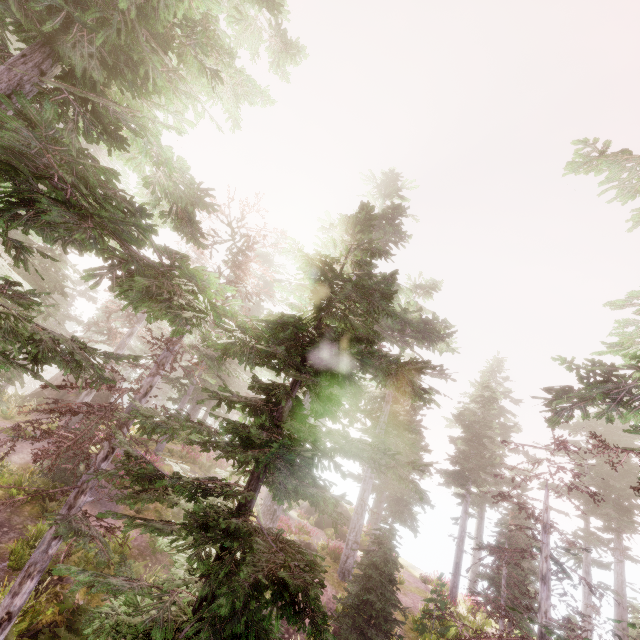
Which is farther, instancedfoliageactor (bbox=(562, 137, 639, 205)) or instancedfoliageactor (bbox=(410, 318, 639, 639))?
instancedfoliageactor (bbox=(562, 137, 639, 205))

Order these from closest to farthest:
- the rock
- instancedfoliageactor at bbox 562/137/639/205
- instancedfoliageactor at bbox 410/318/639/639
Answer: the rock
instancedfoliageactor at bbox 410/318/639/639
instancedfoliageactor at bbox 562/137/639/205

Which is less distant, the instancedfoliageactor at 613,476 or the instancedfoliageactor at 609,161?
the instancedfoliageactor at 613,476

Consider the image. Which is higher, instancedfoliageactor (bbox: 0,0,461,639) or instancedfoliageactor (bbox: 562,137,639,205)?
instancedfoliageactor (bbox: 562,137,639,205)

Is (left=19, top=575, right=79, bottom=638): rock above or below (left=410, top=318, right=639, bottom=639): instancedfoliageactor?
below

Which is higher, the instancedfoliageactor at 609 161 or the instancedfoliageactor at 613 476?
the instancedfoliageactor at 609 161

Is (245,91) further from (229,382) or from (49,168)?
(229,382)
